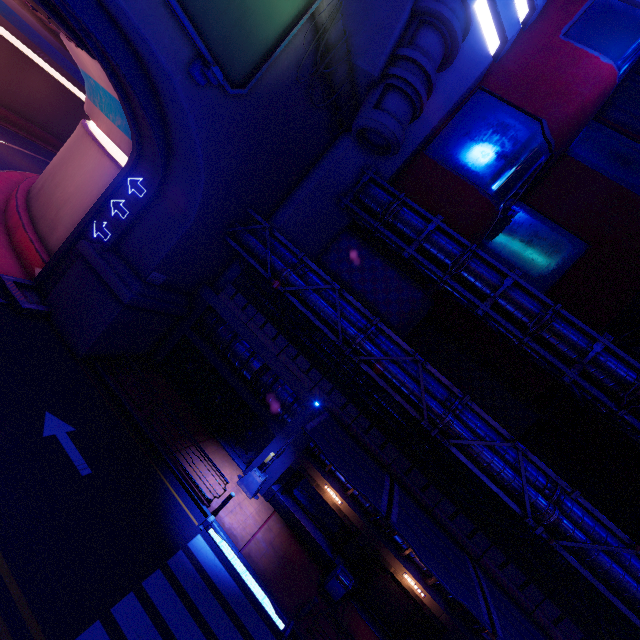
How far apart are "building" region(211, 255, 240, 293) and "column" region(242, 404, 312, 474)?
7.9 meters

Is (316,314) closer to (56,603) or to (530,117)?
(56,603)

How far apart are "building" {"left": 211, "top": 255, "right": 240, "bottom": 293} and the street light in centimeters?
864cm

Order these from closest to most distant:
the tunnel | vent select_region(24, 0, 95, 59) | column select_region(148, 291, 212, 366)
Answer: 1. vent select_region(24, 0, 95, 59)
2. the tunnel
3. column select_region(148, 291, 212, 366)

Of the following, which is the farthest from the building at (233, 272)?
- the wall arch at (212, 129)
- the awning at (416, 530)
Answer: the awning at (416, 530)

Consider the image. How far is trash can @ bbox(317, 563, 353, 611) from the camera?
13.9m

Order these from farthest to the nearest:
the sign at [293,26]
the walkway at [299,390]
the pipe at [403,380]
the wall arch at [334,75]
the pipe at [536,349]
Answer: the walkway at [299,390]
the pipe at [536,349]
the wall arch at [334,75]
the pipe at [403,380]
the sign at [293,26]

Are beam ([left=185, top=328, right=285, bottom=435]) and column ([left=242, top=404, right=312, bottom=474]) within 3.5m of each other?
yes
